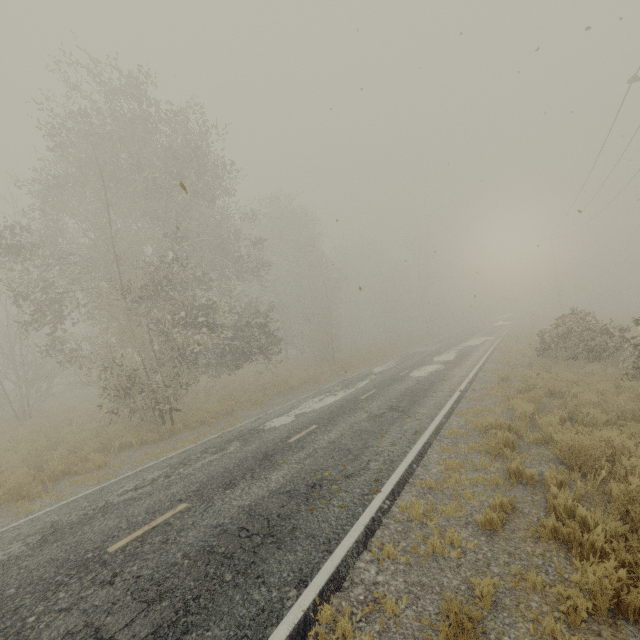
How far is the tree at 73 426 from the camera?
14.9m

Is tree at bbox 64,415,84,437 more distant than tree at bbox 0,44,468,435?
Yes

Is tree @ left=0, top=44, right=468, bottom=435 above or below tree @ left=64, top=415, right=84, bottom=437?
above

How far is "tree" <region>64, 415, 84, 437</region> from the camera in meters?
14.9 m

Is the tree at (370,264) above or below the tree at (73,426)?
above

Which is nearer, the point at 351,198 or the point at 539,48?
the point at 539,48
